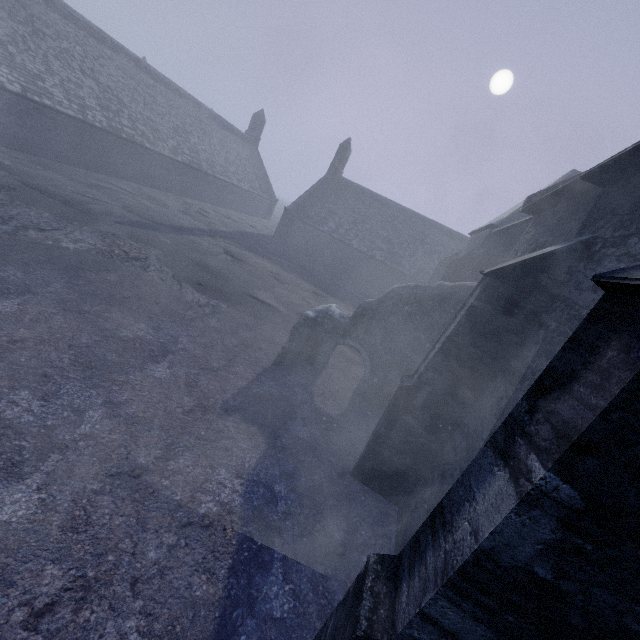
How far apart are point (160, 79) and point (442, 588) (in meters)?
40.17

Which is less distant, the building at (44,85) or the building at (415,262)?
the building at (415,262)

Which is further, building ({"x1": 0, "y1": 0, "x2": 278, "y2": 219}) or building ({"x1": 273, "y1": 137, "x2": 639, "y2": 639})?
building ({"x1": 0, "y1": 0, "x2": 278, "y2": 219})
